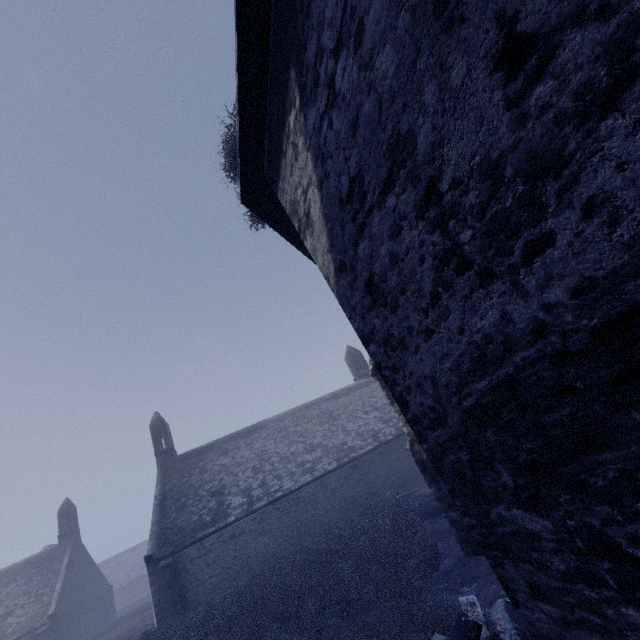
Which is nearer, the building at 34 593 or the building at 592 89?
the building at 592 89

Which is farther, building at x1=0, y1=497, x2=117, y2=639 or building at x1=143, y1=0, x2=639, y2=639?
building at x1=0, y1=497, x2=117, y2=639

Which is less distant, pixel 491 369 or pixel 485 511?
pixel 491 369
